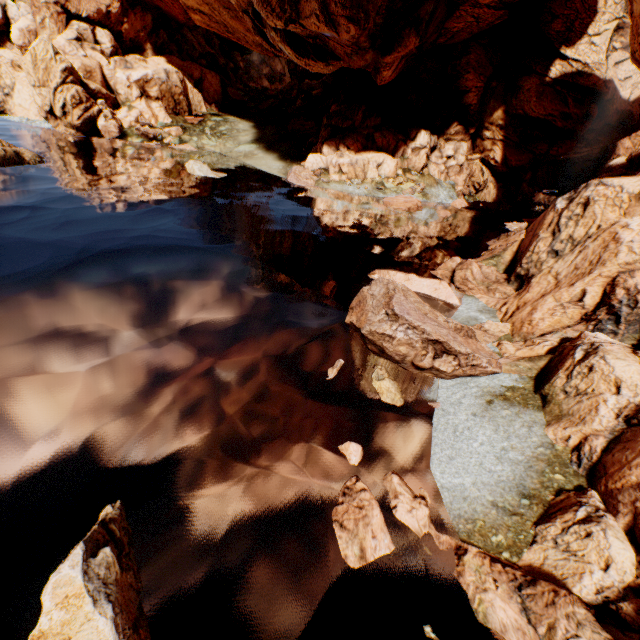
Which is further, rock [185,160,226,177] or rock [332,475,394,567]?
rock [185,160,226,177]

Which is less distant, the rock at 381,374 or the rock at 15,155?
the rock at 381,374

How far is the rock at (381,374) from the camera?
10.15m

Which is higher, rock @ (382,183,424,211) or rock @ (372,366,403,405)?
rock @ (382,183,424,211)

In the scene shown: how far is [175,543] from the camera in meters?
6.2
